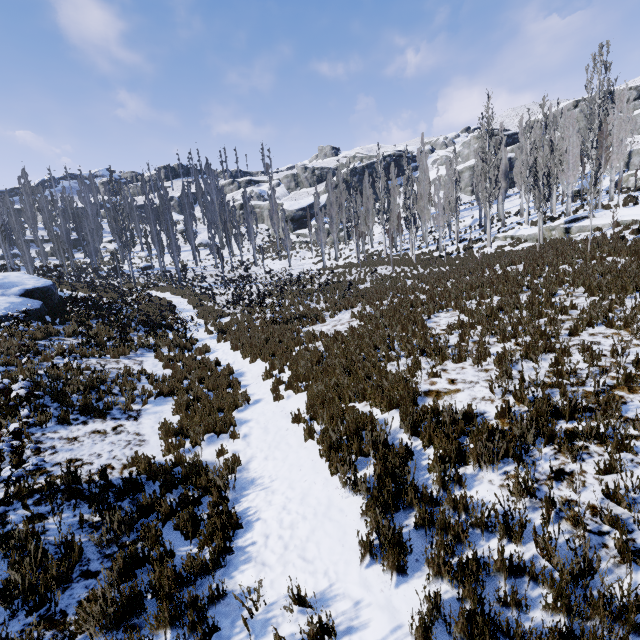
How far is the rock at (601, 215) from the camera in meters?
17.9

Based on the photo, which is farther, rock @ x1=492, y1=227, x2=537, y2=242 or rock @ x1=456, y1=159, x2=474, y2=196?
rock @ x1=456, y1=159, x2=474, y2=196

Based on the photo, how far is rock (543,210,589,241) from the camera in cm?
1878

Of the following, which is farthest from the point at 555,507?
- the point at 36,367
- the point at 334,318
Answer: the point at 36,367

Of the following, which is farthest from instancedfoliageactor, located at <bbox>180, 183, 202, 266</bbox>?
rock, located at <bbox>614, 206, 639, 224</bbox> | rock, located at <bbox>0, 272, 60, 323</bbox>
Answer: rock, located at <bbox>0, 272, 60, 323</bbox>

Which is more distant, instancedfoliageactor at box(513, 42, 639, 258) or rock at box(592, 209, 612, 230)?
rock at box(592, 209, 612, 230)

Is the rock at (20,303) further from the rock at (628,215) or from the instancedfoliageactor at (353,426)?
the rock at (628,215)
